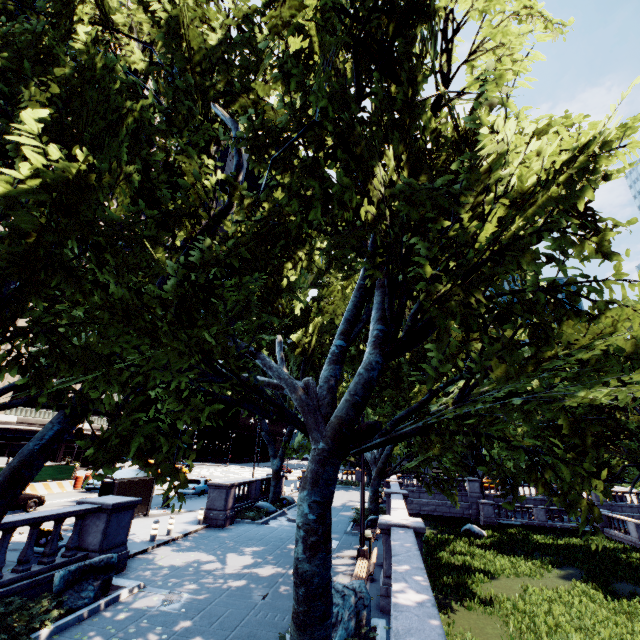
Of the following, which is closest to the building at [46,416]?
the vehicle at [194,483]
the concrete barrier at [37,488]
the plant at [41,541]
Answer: the concrete barrier at [37,488]

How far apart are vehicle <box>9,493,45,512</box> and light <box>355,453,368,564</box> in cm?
1947

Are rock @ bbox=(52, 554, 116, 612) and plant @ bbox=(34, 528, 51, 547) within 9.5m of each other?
yes

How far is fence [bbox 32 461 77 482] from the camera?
25.83m

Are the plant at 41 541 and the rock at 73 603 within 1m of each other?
no

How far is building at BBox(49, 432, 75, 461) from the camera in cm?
4197

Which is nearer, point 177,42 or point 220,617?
point 220,617

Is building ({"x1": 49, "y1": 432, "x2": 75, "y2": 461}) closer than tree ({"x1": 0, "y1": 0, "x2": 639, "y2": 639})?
No
